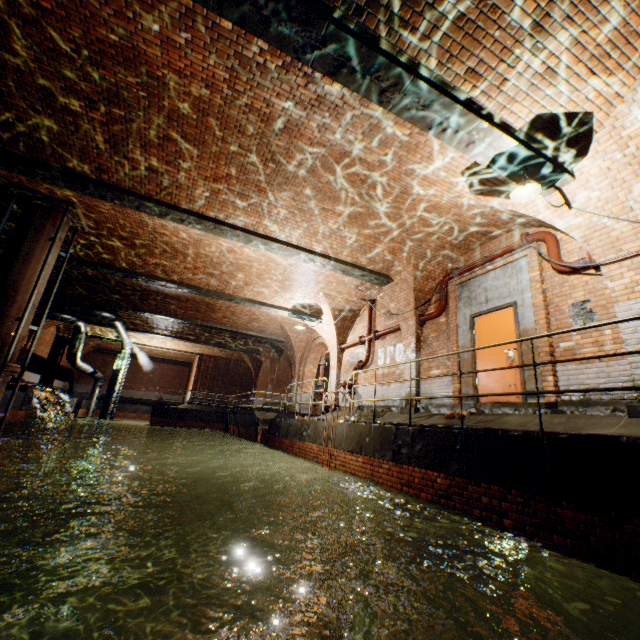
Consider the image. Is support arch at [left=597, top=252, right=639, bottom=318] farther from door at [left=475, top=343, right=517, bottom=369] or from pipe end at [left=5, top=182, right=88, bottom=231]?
pipe end at [left=5, top=182, right=88, bottom=231]

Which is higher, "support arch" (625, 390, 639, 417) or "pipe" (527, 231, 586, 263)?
"pipe" (527, 231, 586, 263)

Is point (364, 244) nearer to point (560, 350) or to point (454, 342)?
point (454, 342)

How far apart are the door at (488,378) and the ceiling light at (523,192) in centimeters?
256cm

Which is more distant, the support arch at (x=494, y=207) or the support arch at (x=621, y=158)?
the support arch at (x=494, y=207)

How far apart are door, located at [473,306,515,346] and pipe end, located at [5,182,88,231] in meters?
10.6

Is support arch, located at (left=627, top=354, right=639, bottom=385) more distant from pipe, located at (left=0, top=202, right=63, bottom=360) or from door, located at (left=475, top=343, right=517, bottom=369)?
pipe, located at (left=0, top=202, right=63, bottom=360)

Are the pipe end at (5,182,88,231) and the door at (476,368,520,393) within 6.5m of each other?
no
